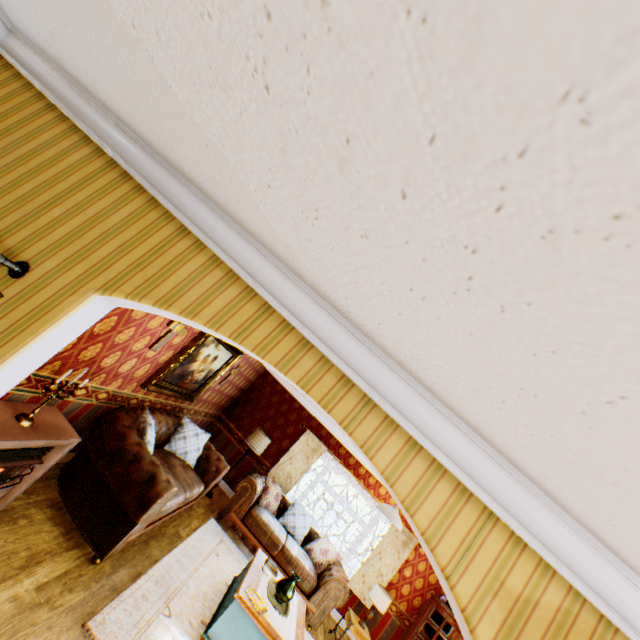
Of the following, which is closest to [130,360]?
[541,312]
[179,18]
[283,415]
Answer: [179,18]

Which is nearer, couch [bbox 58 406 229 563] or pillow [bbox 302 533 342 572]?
couch [bbox 58 406 229 563]

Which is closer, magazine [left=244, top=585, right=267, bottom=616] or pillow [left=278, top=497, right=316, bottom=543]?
magazine [left=244, top=585, right=267, bottom=616]

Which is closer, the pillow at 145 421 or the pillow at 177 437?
the pillow at 145 421

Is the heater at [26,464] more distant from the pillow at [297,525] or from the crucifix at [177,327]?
the pillow at [297,525]

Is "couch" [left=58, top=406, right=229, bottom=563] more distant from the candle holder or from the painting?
the candle holder

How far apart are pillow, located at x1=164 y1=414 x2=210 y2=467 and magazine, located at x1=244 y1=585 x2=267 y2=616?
2.4m

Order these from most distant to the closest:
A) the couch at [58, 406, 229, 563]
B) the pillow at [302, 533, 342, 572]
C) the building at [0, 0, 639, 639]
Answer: the pillow at [302, 533, 342, 572], the couch at [58, 406, 229, 563], the building at [0, 0, 639, 639]
